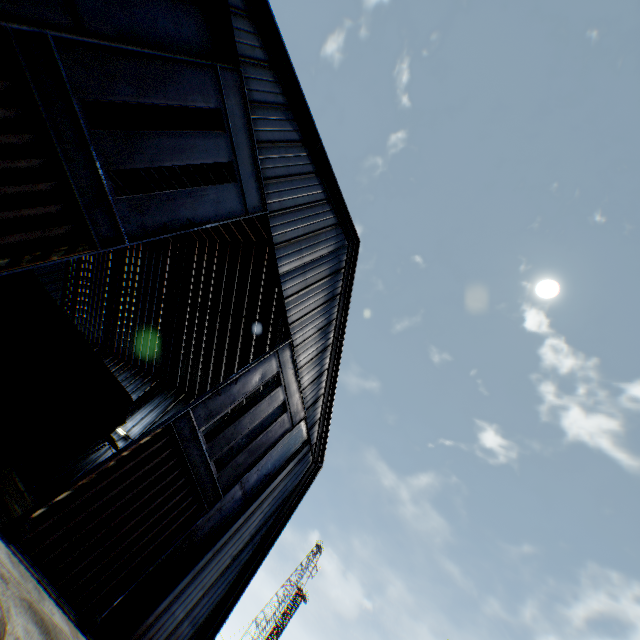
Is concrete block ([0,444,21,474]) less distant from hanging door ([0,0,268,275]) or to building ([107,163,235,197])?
hanging door ([0,0,268,275])

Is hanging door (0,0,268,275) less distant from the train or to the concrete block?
the train

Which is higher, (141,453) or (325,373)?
(325,373)

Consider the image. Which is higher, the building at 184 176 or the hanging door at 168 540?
the building at 184 176

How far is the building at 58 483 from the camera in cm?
2247

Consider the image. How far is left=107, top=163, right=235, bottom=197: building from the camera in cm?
1897

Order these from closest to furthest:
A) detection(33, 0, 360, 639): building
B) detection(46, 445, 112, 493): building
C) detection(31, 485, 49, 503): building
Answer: detection(33, 0, 360, 639): building
detection(31, 485, 49, 503): building
detection(46, 445, 112, 493): building
